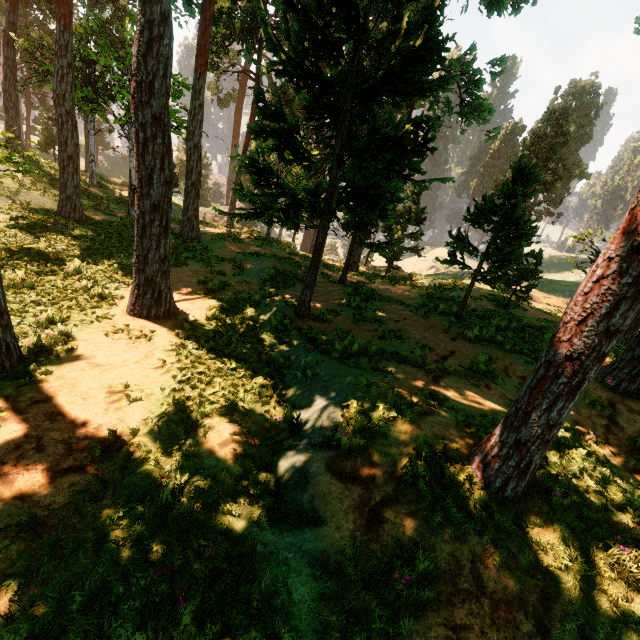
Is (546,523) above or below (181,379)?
above

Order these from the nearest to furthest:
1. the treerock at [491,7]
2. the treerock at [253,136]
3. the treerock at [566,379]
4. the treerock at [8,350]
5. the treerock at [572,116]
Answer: the treerock at [566,379] → the treerock at [8,350] → the treerock at [253,136] → the treerock at [572,116] → the treerock at [491,7]

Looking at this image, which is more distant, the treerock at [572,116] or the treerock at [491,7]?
the treerock at [491,7]

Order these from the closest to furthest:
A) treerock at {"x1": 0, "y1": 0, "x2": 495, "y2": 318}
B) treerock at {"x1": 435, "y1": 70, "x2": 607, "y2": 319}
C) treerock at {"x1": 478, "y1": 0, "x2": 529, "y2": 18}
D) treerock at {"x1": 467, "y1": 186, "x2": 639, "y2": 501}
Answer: treerock at {"x1": 467, "y1": 186, "x2": 639, "y2": 501}, treerock at {"x1": 0, "y1": 0, "x2": 495, "y2": 318}, treerock at {"x1": 435, "y1": 70, "x2": 607, "y2": 319}, treerock at {"x1": 478, "y1": 0, "x2": 529, "y2": 18}

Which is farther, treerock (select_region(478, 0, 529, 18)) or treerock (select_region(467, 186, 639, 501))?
treerock (select_region(478, 0, 529, 18))

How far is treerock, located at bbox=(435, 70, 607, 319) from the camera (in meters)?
11.41

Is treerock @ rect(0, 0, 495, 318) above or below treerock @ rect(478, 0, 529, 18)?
below
